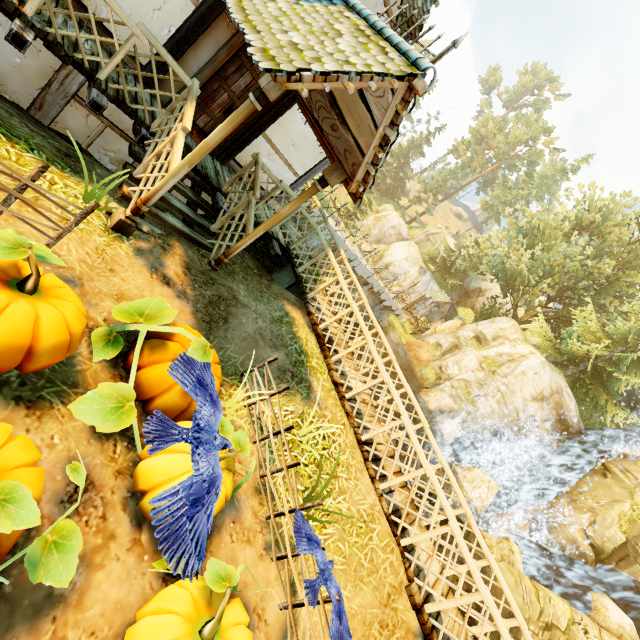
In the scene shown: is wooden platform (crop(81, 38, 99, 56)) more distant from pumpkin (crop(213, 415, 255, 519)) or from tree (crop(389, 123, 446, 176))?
tree (crop(389, 123, 446, 176))

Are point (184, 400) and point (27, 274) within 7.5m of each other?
yes

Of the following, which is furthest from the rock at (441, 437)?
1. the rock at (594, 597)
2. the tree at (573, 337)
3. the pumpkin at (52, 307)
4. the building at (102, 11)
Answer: the pumpkin at (52, 307)

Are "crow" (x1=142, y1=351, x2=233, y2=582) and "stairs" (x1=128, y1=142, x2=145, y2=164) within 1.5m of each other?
no

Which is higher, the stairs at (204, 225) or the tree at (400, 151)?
the tree at (400, 151)

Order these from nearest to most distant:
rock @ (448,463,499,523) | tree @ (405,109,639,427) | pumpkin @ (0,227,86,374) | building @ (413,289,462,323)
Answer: pumpkin @ (0,227,86,374) → rock @ (448,463,499,523) → tree @ (405,109,639,427) → building @ (413,289,462,323)

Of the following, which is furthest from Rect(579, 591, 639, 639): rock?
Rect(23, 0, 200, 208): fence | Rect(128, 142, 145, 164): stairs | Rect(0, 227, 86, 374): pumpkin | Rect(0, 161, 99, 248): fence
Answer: Rect(0, 161, 99, 248): fence

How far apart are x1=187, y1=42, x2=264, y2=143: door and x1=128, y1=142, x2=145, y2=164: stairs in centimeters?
117cm
